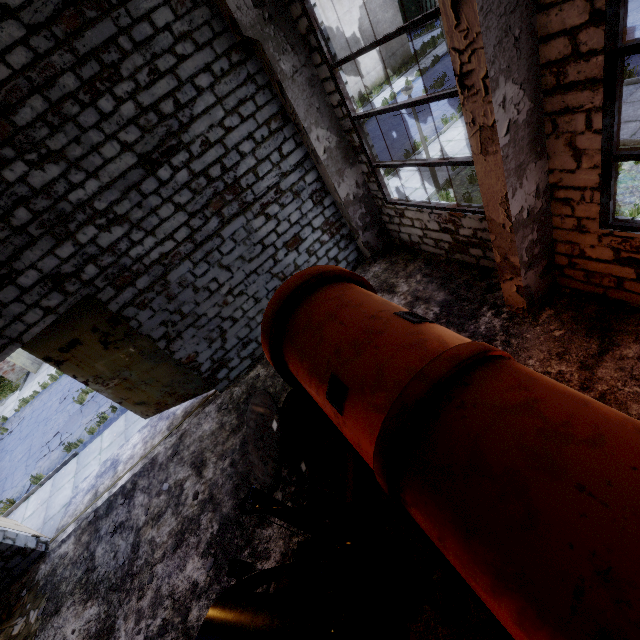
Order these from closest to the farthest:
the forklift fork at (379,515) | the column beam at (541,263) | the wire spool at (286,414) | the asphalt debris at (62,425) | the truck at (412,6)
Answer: the column beam at (541,263)
the forklift fork at (379,515)
the wire spool at (286,414)
the asphalt debris at (62,425)
the truck at (412,6)

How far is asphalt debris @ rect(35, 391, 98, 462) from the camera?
12.3m

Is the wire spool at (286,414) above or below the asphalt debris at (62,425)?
above

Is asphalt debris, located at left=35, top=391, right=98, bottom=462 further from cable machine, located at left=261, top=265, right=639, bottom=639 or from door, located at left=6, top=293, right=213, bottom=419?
cable machine, located at left=261, top=265, right=639, bottom=639

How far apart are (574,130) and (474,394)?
3.4m

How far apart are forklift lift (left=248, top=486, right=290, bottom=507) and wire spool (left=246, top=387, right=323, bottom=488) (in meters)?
0.90

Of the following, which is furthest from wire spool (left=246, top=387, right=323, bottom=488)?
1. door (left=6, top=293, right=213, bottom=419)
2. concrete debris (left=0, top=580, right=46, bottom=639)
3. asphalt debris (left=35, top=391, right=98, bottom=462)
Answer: asphalt debris (left=35, top=391, right=98, bottom=462)

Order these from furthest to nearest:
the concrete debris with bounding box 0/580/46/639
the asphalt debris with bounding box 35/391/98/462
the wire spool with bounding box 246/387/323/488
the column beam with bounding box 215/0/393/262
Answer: the asphalt debris with bounding box 35/391/98/462, the concrete debris with bounding box 0/580/46/639, the column beam with bounding box 215/0/393/262, the wire spool with bounding box 246/387/323/488
